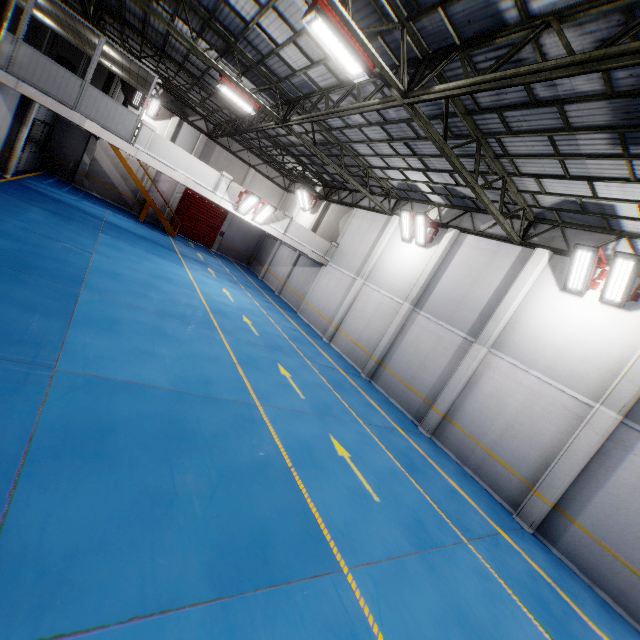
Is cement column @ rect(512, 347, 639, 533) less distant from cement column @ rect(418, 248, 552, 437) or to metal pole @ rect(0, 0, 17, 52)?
cement column @ rect(418, 248, 552, 437)

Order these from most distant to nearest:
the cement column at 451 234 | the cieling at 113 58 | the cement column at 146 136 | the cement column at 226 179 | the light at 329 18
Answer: the cement column at 226 179, the cement column at 451 234, the cement column at 146 136, the cieling at 113 58, the light at 329 18

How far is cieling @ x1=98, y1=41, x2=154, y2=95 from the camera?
13.2m

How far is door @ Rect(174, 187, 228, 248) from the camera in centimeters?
2664cm

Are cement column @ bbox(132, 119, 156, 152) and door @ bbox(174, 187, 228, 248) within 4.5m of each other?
no

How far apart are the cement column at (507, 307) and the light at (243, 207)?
11.9 meters

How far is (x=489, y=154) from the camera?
9.58m

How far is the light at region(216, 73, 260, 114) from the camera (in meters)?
11.95
